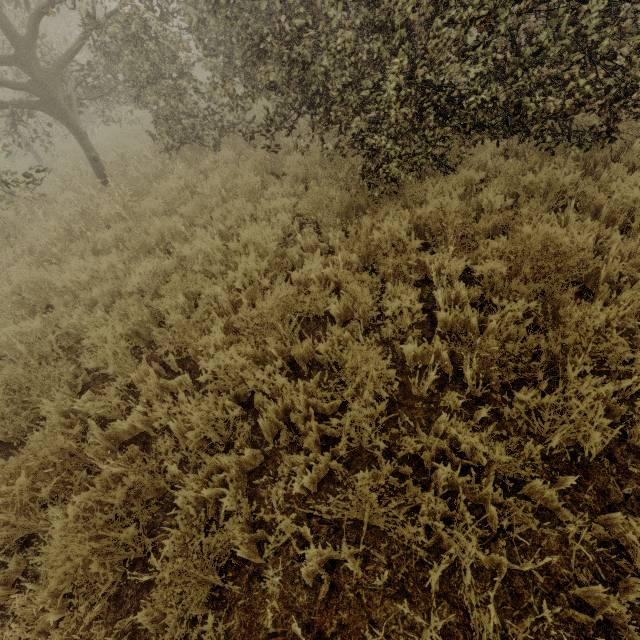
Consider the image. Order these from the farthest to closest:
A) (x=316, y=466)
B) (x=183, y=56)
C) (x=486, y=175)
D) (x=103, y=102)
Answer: (x=103, y=102) < (x=183, y=56) < (x=486, y=175) < (x=316, y=466)

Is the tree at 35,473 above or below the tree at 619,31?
below

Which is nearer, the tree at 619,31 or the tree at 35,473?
the tree at 35,473

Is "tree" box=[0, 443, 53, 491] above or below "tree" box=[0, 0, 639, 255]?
below

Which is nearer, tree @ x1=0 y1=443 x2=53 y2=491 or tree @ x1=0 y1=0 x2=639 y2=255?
tree @ x1=0 y1=443 x2=53 y2=491
